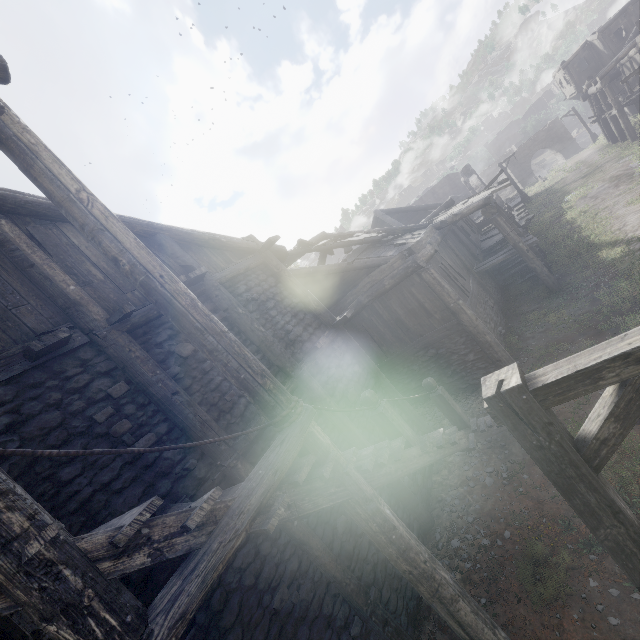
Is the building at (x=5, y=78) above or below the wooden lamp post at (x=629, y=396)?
above

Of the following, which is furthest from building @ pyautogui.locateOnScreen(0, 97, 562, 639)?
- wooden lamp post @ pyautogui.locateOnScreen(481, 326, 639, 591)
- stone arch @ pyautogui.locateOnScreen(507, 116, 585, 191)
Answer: wooden lamp post @ pyautogui.locateOnScreen(481, 326, 639, 591)

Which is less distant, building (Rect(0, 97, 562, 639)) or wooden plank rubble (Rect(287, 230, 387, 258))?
building (Rect(0, 97, 562, 639))

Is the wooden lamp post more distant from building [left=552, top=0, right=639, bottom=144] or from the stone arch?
the stone arch

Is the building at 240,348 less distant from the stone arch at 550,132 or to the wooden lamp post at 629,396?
the stone arch at 550,132

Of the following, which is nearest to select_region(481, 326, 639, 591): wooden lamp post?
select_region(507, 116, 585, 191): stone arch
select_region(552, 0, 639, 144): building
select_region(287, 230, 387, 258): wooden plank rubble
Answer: select_region(552, 0, 639, 144): building

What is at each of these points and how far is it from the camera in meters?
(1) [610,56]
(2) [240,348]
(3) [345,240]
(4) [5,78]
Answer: (1) building, 27.9 m
(2) building, 3.9 m
(3) wooden plank rubble, 12.1 m
(4) building, 3.7 m

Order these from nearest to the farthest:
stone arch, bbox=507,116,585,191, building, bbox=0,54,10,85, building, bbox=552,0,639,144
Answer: building, bbox=0,54,10,85 → building, bbox=552,0,639,144 → stone arch, bbox=507,116,585,191
